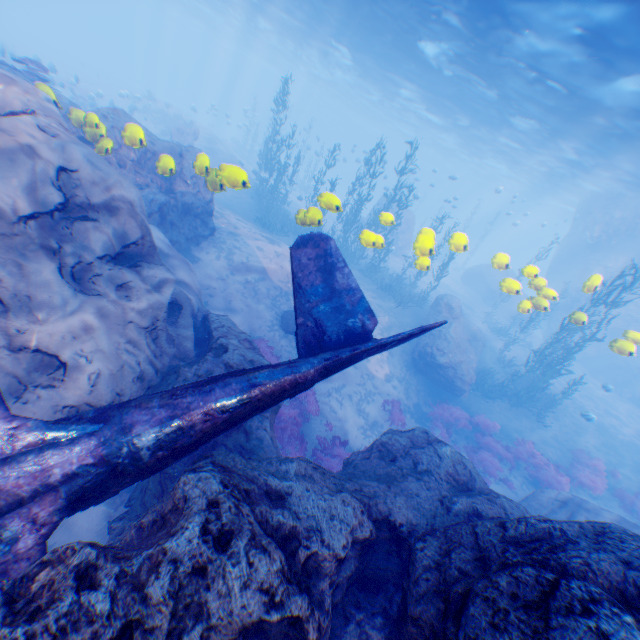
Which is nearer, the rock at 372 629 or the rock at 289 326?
the rock at 372 629

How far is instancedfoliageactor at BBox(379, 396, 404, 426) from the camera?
13.4 meters

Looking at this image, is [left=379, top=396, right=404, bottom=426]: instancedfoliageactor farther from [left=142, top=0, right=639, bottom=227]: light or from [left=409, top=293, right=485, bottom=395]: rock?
[left=142, top=0, right=639, bottom=227]: light

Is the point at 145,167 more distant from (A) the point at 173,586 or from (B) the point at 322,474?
(A) the point at 173,586

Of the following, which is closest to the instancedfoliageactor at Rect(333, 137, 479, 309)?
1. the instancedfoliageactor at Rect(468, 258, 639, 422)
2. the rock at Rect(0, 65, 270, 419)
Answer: the rock at Rect(0, 65, 270, 419)

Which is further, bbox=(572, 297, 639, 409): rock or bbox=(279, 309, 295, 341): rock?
bbox=(279, 309, 295, 341): rock

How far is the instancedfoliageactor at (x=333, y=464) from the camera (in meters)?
9.86
